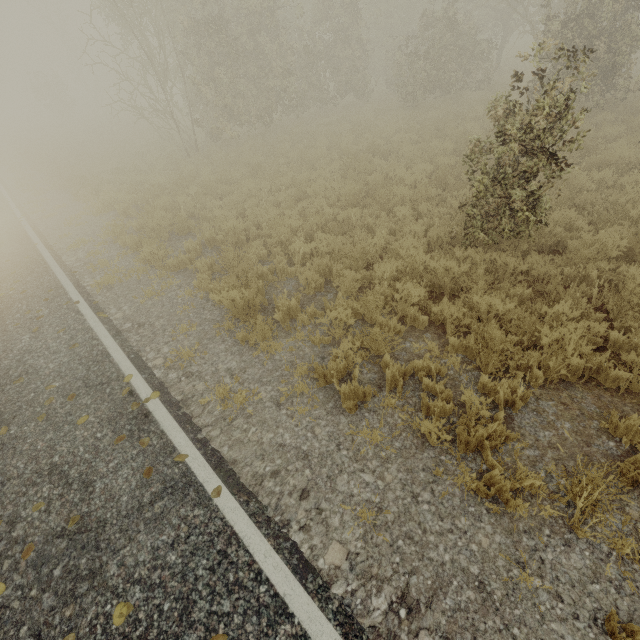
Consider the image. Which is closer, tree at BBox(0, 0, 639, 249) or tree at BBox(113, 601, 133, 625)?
tree at BBox(113, 601, 133, 625)

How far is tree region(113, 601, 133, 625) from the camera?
2.72m

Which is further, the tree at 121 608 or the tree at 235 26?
the tree at 235 26

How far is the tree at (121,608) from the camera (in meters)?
2.72

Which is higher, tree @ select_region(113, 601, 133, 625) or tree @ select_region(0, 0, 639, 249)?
tree @ select_region(0, 0, 639, 249)

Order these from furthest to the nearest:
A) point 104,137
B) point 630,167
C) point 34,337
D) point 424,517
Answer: point 104,137 < point 630,167 < point 34,337 < point 424,517
